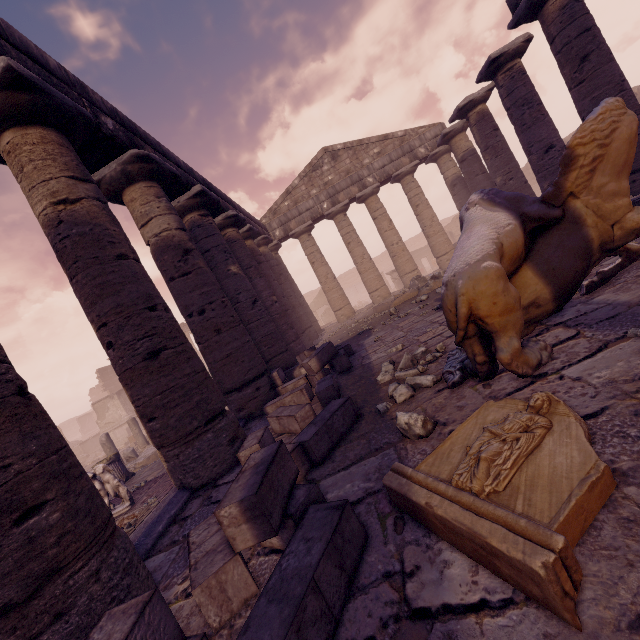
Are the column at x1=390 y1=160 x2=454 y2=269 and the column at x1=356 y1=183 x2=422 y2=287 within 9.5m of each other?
yes

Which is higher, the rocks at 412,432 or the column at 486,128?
the column at 486,128

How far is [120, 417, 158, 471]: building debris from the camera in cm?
1195

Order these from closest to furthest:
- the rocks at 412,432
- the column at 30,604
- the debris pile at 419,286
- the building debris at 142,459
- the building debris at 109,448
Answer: the column at 30,604, the rocks at 412,432, the debris pile at 419,286, the building debris at 142,459, the building debris at 109,448

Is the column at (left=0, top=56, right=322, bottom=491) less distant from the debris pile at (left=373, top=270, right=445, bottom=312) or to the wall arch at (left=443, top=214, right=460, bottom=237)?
the debris pile at (left=373, top=270, right=445, bottom=312)

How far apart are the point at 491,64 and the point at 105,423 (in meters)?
30.58

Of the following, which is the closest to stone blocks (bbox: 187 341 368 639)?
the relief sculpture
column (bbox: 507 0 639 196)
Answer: the relief sculpture

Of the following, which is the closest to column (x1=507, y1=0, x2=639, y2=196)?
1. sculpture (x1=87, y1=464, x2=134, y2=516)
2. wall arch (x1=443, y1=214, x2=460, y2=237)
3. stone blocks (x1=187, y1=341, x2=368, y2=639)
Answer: stone blocks (x1=187, y1=341, x2=368, y2=639)
